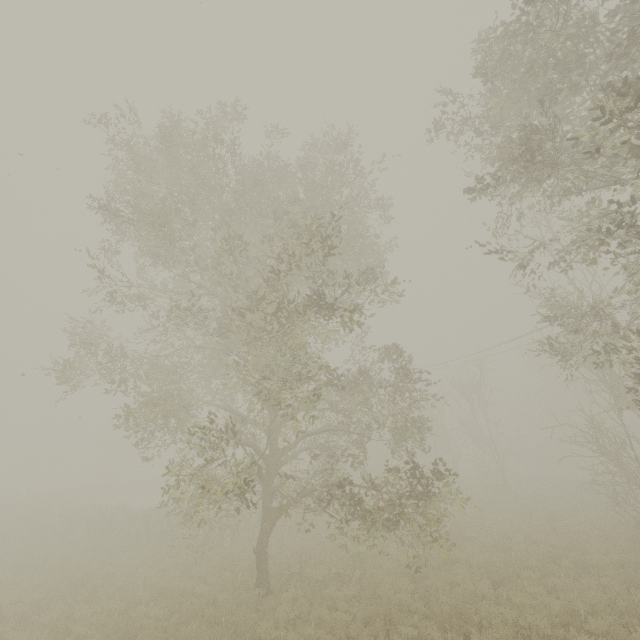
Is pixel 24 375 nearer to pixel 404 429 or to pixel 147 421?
pixel 147 421
